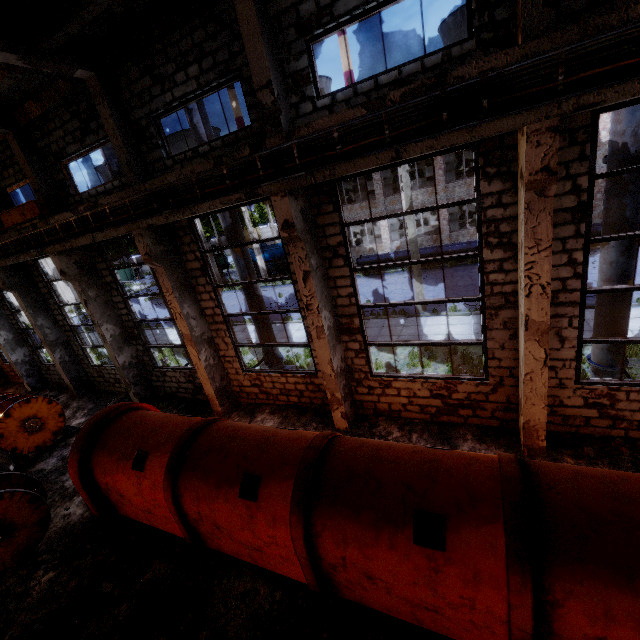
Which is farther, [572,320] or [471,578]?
[572,320]

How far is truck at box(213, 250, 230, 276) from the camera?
40.34m

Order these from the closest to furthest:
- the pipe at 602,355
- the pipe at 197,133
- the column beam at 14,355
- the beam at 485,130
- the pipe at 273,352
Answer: the beam at 485,130 < the pipe at 602,355 < the pipe at 197,133 < the pipe at 273,352 < the column beam at 14,355

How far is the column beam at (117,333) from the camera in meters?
11.0 m

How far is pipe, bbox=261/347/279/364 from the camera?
11.35m

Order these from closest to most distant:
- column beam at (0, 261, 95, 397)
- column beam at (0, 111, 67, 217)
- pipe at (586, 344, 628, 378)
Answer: pipe at (586, 344, 628, 378), column beam at (0, 111, 67, 217), column beam at (0, 261, 95, 397)

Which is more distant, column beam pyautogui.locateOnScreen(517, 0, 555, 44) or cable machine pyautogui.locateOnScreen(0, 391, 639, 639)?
column beam pyautogui.locateOnScreen(517, 0, 555, 44)

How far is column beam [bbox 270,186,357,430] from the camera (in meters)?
6.79
